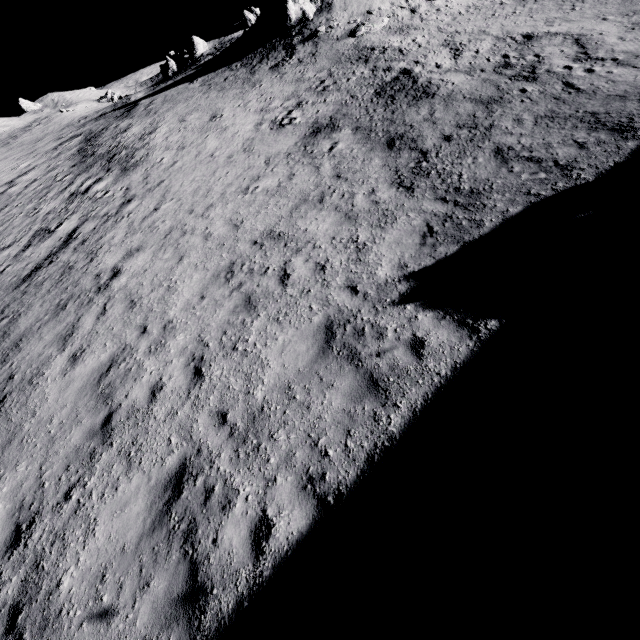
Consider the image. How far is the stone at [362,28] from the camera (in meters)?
22.25

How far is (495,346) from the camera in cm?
574

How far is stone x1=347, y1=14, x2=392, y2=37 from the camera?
22.25m

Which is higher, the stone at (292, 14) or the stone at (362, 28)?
the stone at (292, 14)

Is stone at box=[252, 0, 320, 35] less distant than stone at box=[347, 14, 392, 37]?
No

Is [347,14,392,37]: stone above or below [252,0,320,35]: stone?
below
